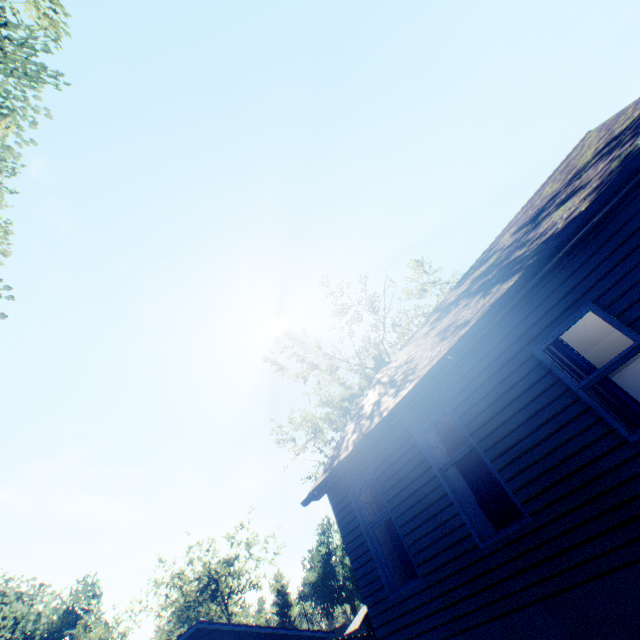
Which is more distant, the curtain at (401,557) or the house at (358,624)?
the house at (358,624)

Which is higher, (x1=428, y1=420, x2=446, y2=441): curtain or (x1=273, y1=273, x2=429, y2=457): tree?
(x1=273, y1=273, x2=429, y2=457): tree

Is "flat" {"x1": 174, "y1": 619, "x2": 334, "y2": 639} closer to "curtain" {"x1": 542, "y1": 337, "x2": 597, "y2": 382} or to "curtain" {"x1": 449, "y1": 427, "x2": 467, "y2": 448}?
"curtain" {"x1": 449, "y1": 427, "x2": 467, "y2": 448}

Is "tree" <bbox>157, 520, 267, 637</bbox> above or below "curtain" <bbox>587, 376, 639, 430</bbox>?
above

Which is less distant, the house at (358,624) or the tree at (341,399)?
the tree at (341,399)

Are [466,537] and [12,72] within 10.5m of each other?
no

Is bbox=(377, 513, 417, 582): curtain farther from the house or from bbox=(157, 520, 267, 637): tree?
the house

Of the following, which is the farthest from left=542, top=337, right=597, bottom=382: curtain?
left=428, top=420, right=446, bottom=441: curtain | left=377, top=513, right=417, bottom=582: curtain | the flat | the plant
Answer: the flat
